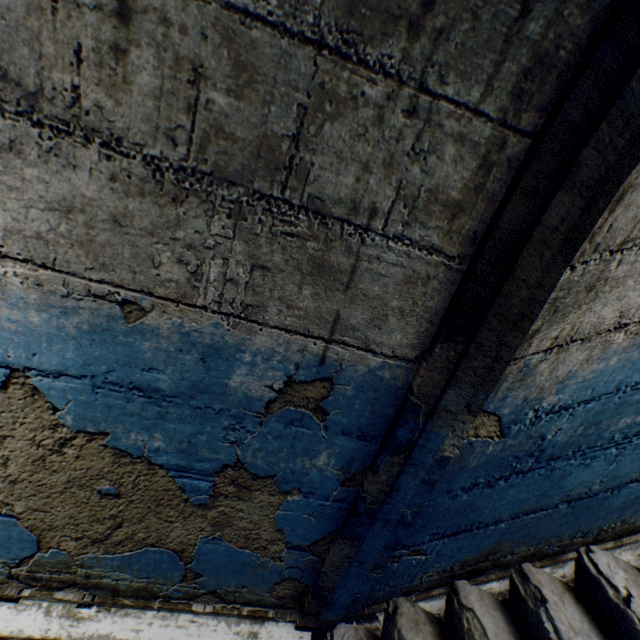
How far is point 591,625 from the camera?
1.3 meters
